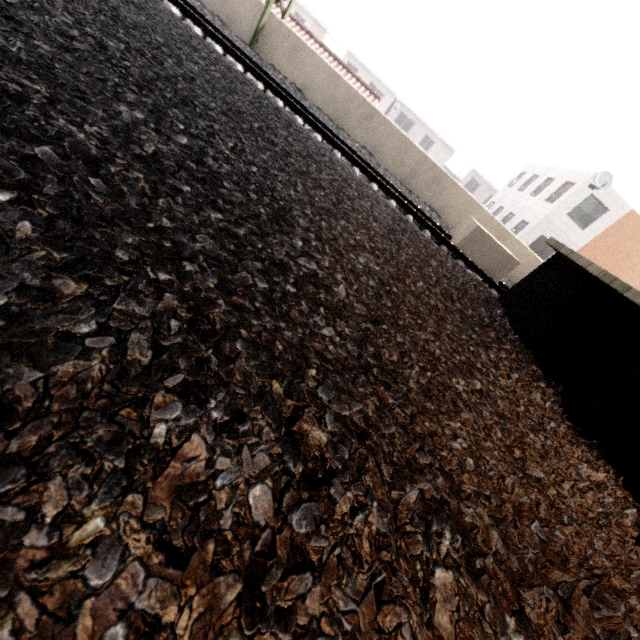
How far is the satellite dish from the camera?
17.2 meters

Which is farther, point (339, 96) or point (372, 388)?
point (339, 96)

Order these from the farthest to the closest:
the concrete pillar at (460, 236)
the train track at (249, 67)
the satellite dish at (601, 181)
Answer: the satellite dish at (601, 181)
the concrete pillar at (460, 236)
the train track at (249, 67)

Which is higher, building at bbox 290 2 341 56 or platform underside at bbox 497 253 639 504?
→ building at bbox 290 2 341 56

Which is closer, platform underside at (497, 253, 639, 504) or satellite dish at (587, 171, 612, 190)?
platform underside at (497, 253, 639, 504)

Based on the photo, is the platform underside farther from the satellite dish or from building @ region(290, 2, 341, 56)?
building @ region(290, 2, 341, 56)

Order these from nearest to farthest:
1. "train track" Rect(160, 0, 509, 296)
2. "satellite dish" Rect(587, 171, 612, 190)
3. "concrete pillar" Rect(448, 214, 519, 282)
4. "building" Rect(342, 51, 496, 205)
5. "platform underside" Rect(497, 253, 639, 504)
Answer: "platform underside" Rect(497, 253, 639, 504), "train track" Rect(160, 0, 509, 296), "concrete pillar" Rect(448, 214, 519, 282), "satellite dish" Rect(587, 171, 612, 190), "building" Rect(342, 51, 496, 205)

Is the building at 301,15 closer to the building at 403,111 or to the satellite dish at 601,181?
the building at 403,111
